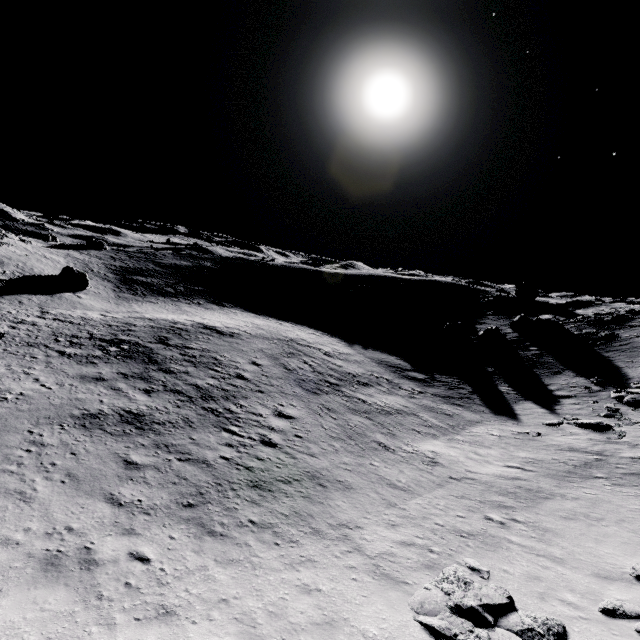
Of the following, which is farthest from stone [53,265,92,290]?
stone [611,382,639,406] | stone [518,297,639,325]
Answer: stone [518,297,639,325]

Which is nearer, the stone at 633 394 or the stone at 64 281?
the stone at 633 394

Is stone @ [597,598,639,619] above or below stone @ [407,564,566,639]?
above

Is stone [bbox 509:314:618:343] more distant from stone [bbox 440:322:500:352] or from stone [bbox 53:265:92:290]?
stone [bbox 53:265:92:290]

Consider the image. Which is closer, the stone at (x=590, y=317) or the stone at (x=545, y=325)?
the stone at (x=545, y=325)

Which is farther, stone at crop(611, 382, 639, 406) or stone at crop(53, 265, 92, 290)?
stone at crop(53, 265, 92, 290)

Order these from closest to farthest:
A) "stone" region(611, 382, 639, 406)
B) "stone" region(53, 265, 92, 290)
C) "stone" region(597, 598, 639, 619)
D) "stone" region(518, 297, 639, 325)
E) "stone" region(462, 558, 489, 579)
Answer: "stone" region(597, 598, 639, 619) < "stone" region(462, 558, 489, 579) < "stone" region(611, 382, 639, 406) < "stone" region(518, 297, 639, 325) < "stone" region(53, 265, 92, 290)

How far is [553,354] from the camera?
32.6 meters
